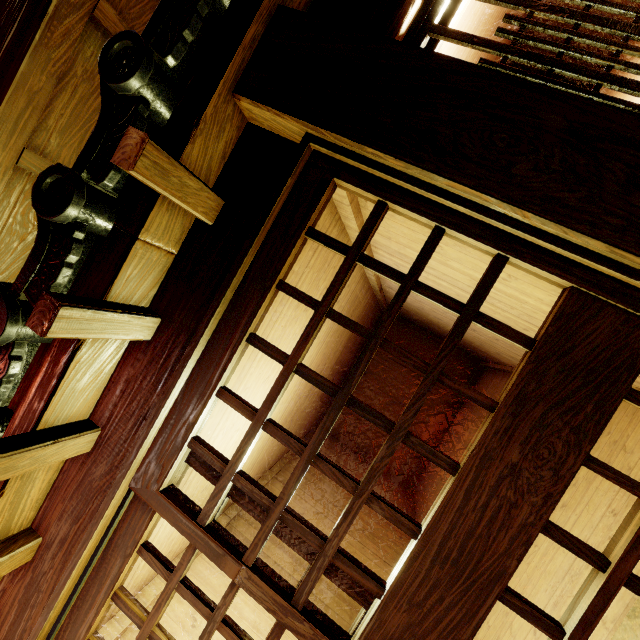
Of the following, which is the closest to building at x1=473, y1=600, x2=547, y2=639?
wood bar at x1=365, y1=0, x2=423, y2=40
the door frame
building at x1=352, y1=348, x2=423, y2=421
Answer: the door frame

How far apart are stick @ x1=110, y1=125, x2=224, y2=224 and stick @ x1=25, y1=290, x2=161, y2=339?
0.9 meters

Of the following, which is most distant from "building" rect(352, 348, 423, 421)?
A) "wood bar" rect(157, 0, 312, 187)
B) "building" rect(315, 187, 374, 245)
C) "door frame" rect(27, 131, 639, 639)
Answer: "door frame" rect(27, 131, 639, 639)

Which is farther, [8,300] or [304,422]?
[304,422]

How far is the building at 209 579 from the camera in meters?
5.9 m

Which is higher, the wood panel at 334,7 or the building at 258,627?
the wood panel at 334,7

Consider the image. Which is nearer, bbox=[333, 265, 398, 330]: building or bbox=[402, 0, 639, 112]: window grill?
bbox=[402, 0, 639, 112]: window grill
